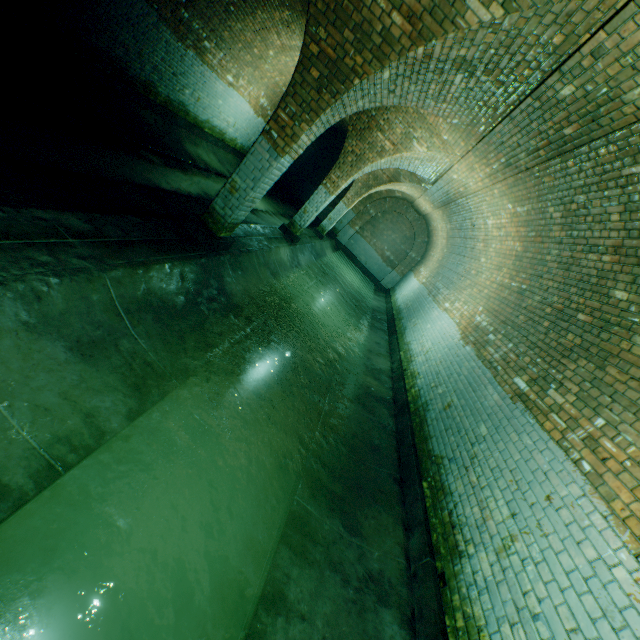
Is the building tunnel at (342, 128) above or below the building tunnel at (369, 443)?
above

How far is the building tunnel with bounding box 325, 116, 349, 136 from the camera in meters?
13.8

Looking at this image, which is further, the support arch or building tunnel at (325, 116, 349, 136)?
building tunnel at (325, 116, 349, 136)

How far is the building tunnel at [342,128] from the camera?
13.8m

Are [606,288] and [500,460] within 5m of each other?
yes

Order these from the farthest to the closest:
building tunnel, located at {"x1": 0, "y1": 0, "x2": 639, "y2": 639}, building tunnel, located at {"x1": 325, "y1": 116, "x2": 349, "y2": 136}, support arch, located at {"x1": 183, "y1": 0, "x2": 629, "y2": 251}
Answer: building tunnel, located at {"x1": 325, "y1": 116, "x2": 349, "y2": 136}, support arch, located at {"x1": 183, "y1": 0, "x2": 629, "y2": 251}, building tunnel, located at {"x1": 0, "y1": 0, "x2": 639, "y2": 639}

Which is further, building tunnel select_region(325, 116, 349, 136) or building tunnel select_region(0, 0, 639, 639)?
building tunnel select_region(325, 116, 349, 136)
